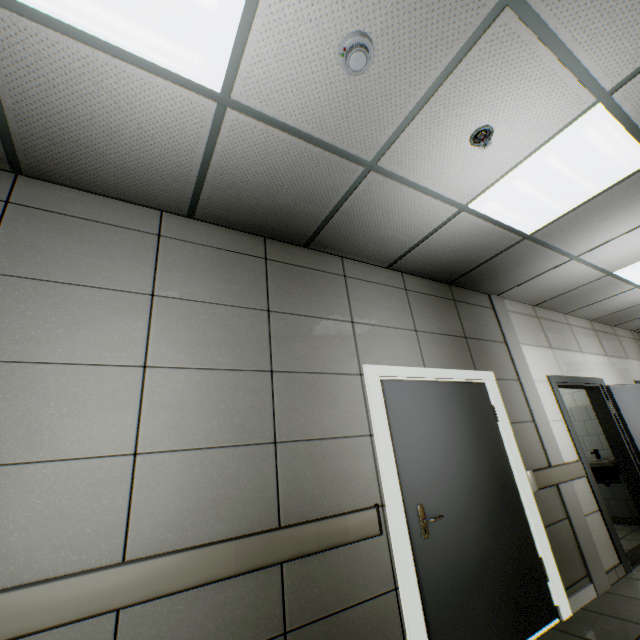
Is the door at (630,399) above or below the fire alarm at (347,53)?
below

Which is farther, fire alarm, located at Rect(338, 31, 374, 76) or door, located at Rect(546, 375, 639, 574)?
door, located at Rect(546, 375, 639, 574)

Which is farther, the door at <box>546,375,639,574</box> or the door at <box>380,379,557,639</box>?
the door at <box>546,375,639,574</box>

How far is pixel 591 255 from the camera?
3.69m

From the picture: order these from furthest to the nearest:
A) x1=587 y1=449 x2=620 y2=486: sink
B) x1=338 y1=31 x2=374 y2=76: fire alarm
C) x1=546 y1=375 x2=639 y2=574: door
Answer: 1. x1=587 y1=449 x2=620 y2=486: sink
2. x1=546 y1=375 x2=639 y2=574: door
3. x1=338 y1=31 x2=374 y2=76: fire alarm

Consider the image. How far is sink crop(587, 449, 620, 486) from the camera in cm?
495

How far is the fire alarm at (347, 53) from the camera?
1.5m

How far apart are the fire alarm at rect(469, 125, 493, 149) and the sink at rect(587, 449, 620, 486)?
5.64m
